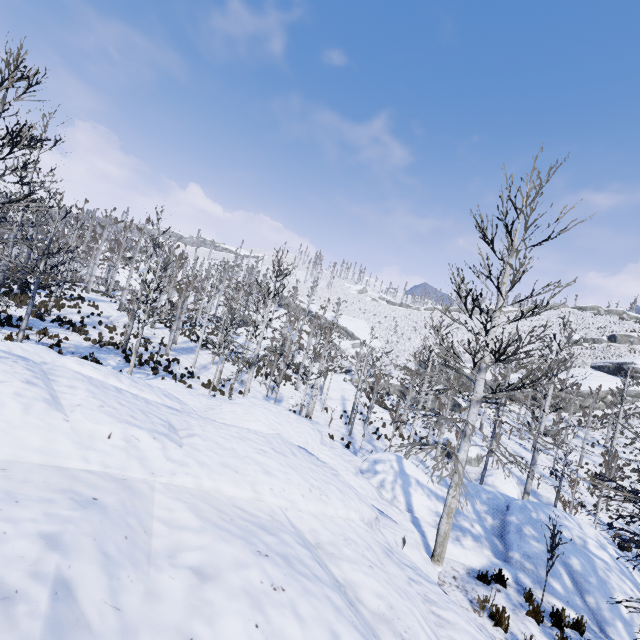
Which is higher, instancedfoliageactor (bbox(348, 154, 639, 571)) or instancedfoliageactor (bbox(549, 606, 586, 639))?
instancedfoliageactor (bbox(348, 154, 639, 571))

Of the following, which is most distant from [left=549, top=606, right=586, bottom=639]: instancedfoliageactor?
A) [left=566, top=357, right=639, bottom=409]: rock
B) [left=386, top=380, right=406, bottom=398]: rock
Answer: [left=566, top=357, right=639, bottom=409]: rock

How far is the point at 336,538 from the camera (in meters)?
→ 4.72

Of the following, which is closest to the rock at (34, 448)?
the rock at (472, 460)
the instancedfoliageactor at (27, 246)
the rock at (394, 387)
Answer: the instancedfoliageactor at (27, 246)

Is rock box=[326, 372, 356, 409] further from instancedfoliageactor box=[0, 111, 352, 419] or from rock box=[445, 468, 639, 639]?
rock box=[445, 468, 639, 639]

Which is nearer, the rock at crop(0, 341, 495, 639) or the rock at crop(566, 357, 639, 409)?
the rock at crop(0, 341, 495, 639)

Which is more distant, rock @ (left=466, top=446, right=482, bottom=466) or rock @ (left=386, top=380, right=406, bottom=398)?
rock @ (left=386, top=380, right=406, bottom=398)

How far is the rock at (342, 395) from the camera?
32.1m
